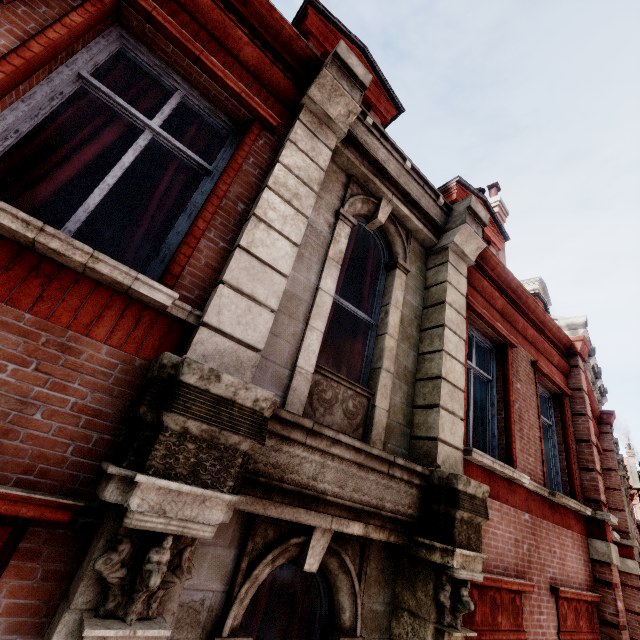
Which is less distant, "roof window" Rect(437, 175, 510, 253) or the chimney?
"roof window" Rect(437, 175, 510, 253)

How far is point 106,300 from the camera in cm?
204

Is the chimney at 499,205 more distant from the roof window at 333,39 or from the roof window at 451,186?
the roof window at 333,39

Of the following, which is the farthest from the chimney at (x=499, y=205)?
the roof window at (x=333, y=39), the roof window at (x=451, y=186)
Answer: the roof window at (x=333, y=39)

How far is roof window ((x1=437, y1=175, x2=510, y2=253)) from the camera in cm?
768

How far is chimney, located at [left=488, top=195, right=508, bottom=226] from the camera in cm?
1111

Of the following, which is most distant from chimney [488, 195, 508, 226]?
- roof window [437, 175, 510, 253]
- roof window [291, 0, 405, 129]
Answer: roof window [291, 0, 405, 129]

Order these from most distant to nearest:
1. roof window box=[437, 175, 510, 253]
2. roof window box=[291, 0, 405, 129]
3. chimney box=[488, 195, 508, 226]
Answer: chimney box=[488, 195, 508, 226], roof window box=[437, 175, 510, 253], roof window box=[291, 0, 405, 129]
